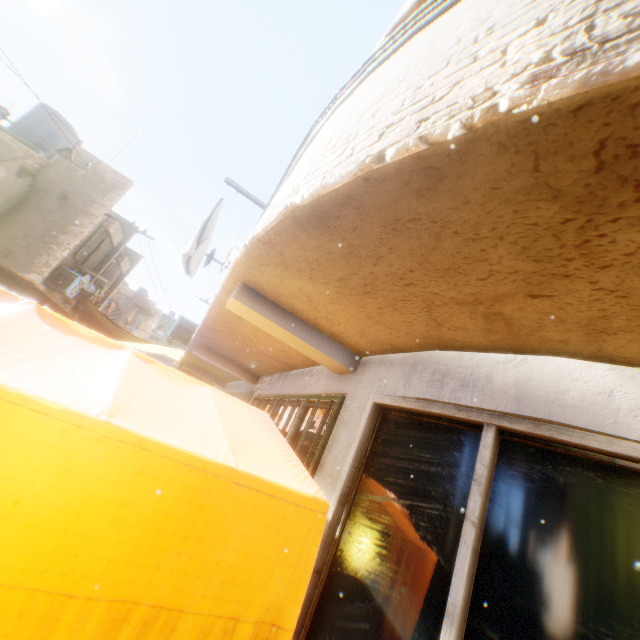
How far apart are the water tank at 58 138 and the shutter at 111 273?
4.52m

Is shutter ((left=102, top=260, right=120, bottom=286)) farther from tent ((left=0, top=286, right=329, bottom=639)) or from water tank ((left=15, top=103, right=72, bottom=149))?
water tank ((left=15, top=103, right=72, bottom=149))

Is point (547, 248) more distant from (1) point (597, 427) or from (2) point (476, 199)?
(1) point (597, 427)

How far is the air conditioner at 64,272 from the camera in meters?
11.4

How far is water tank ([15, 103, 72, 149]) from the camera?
12.2 meters

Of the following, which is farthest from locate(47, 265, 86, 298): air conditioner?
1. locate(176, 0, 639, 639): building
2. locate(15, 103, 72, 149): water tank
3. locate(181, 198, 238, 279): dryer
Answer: locate(15, 103, 72, 149): water tank

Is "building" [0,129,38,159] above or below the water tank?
below

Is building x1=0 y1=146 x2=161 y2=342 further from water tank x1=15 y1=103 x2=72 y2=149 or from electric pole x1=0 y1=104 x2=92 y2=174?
water tank x1=15 y1=103 x2=72 y2=149
